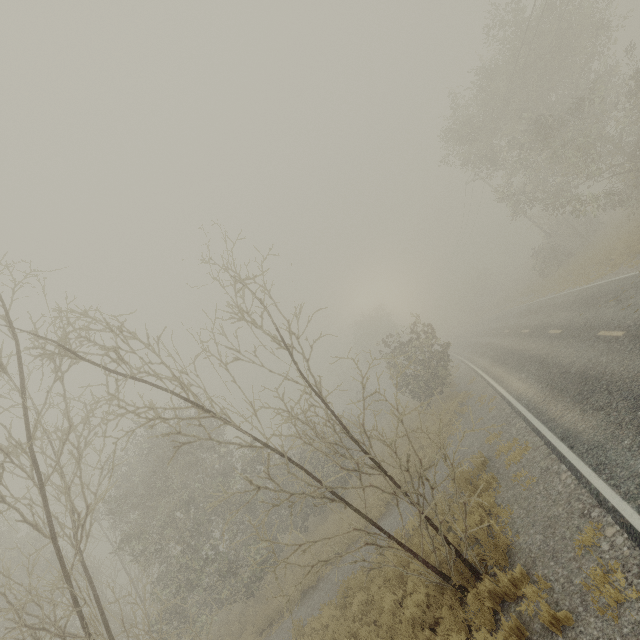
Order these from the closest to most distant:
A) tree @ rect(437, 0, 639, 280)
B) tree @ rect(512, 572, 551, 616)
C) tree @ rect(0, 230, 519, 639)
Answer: tree @ rect(512, 572, 551, 616) → tree @ rect(0, 230, 519, 639) → tree @ rect(437, 0, 639, 280)

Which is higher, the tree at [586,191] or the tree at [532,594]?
the tree at [586,191]

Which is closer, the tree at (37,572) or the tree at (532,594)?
the tree at (532,594)

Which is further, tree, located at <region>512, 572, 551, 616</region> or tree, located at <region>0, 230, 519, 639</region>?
tree, located at <region>0, 230, 519, 639</region>

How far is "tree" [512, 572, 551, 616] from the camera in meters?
5.1 m

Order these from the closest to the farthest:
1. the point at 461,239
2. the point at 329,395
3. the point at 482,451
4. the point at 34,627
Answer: the point at 34,627, the point at 482,451, the point at 461,239, the point at 329,395

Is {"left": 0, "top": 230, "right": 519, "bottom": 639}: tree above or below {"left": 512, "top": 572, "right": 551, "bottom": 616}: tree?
above
